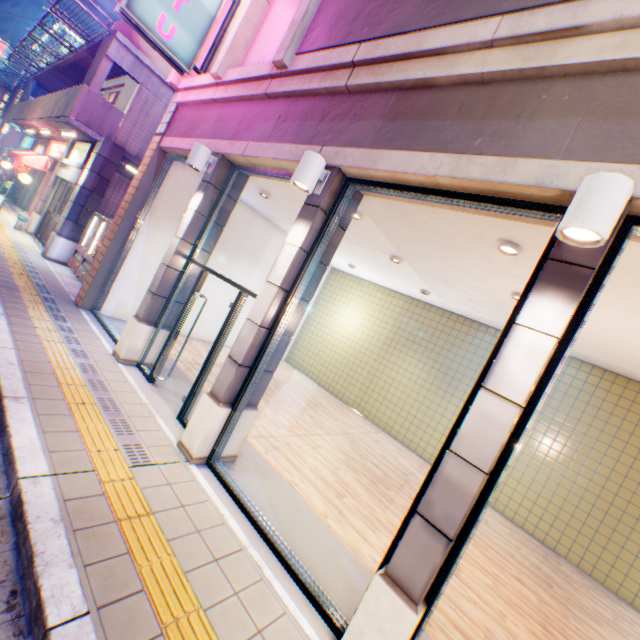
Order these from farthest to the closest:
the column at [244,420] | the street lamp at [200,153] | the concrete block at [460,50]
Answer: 1. the street lamp at [200,153]
2. the column at [244,420]
3. the concrete block at [460,50]

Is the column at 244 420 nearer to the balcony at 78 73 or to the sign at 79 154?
the balcony at 78 73

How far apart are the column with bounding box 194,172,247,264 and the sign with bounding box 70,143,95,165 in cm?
808

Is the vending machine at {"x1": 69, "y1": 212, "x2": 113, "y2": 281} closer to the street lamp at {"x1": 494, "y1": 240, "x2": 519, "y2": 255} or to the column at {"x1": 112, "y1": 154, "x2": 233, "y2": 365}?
the column at {"x1": 112, "y1": 154, "x2": 233, "y2": 365}

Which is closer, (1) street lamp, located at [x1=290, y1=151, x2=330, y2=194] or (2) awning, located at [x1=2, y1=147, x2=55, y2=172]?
(1) street lamp, located at [x1=290, y1=151, x2=330, y2=194]

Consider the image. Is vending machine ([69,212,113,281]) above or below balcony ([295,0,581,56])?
below

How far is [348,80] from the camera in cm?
419

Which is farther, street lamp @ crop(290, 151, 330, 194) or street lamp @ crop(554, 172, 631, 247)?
street lamp @ crop(290, 151, 330, 194)
